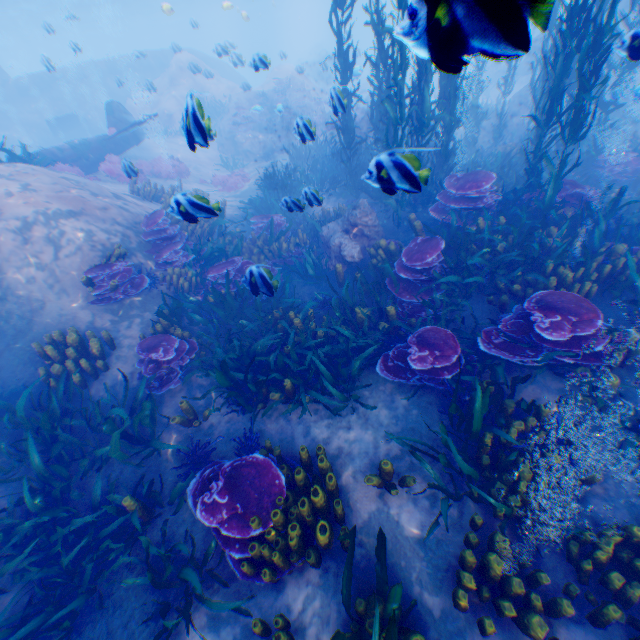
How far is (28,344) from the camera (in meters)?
6.47

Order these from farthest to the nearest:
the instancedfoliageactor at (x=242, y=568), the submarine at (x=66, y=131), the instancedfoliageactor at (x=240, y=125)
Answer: the submarine at (x=66, y=131)
the instancedfoliageactor at (x=240, y=125)
the instancedfoliageactor at (x=242, y=568)

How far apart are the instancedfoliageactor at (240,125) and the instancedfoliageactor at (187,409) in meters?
19.0 m

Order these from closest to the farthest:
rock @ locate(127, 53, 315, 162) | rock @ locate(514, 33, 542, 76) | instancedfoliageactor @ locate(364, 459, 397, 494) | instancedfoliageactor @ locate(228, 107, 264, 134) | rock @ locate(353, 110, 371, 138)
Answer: rock @ locate(514, 33, 542, 76)
instancedfoliageactor @ locate(364, 459, 397, 494)
rock @ locate(353, 110, 371, 138)
rock @ locate(127, 53, 315, 162)
instancedfoliageactor @ locate(228, 107, 264, 134)

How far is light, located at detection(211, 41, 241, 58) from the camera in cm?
1229

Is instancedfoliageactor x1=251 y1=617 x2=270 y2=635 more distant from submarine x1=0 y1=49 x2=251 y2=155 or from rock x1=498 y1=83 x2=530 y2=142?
submarine x1=0 y1=49 x2=251 y2=155

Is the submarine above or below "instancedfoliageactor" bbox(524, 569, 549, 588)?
above
